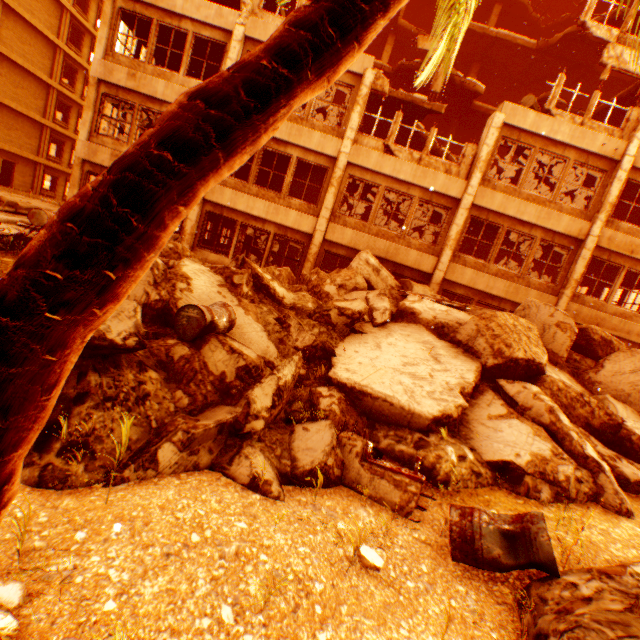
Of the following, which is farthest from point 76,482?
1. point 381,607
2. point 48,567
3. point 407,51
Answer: point 407,51

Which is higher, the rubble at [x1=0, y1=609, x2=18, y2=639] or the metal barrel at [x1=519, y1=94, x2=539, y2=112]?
the metal barrel at [x1=519, y1=94, x2=539, y2=112]

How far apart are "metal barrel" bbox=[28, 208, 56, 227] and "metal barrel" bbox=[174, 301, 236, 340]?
8.11m

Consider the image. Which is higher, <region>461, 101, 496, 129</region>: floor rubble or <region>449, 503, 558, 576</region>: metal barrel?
<region>461, 101, 496, 129</region>: floor rubble

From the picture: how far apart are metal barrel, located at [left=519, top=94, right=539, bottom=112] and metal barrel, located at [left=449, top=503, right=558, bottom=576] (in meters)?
14.47

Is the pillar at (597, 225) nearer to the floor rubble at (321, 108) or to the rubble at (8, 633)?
the floor rubble at (321, 108)

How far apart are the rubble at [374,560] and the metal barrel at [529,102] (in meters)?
15.53

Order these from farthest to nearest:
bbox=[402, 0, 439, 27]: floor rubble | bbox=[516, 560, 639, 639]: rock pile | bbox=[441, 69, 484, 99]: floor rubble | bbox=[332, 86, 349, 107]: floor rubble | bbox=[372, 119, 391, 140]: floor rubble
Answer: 1. bbox=[332, 86, 349, 107]: floor rubble
2. bbox=[402, 0, 439, 27]: floor rubble
3. bbox=[372, 119, 391, 140]: floor rubble
4. bbox=[441, 69, 484, 99]: floor rubble
5. bbox=[516, 560, 639, 639]: rock pile
